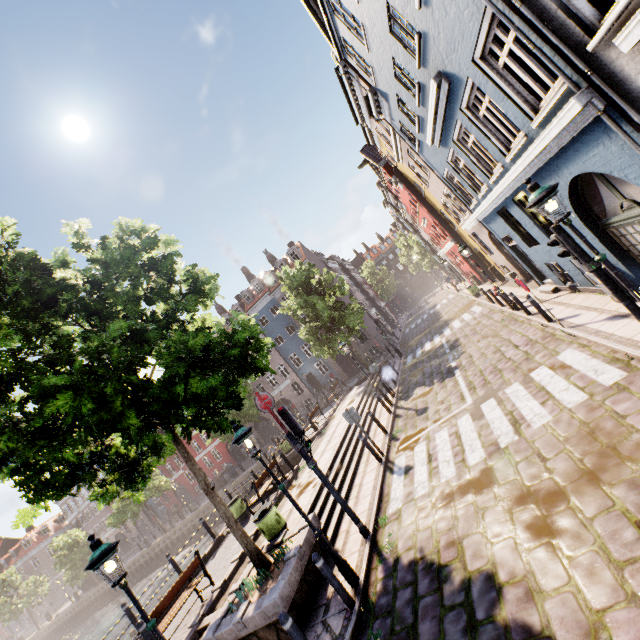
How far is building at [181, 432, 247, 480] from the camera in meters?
42.8

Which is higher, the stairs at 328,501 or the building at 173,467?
the building at 173,467

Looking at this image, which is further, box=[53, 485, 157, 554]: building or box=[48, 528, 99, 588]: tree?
box=[53, 485, 157, 554]: building

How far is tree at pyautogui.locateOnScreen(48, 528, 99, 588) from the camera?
38.8m

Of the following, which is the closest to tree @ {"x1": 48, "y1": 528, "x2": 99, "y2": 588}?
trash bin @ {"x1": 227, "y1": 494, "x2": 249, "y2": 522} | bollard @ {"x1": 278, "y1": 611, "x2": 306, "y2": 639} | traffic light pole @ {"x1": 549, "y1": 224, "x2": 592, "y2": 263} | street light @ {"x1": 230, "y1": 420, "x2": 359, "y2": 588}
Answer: street light @ {"x1": 230, "y1": 420, "x2": 359, "y2": 588}

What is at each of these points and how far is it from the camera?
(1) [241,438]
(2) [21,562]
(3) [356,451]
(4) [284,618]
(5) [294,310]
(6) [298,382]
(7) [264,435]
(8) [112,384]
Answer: (1) street light, 6.4m
(2) building, 57.8m
(3) stairs, 12.6m
(4) bollard, 5.0m
(5) tree, 26.3m
(6) building, 38.1m
(7) building, 40.6m
(8) tree, 5.9m

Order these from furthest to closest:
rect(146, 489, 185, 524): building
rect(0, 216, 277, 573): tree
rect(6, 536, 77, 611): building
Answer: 1. rect(6, 536, 77, 611): building
2. rect(146, 489, 185, 524): building
3. rect(0, 216, 277, 573): tree

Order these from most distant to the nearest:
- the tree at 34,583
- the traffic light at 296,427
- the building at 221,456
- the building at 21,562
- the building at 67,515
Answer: the building at 21,562
the building at 67,515
the tree at 34,583
the building at 221,456
the traffic light at 296,427
